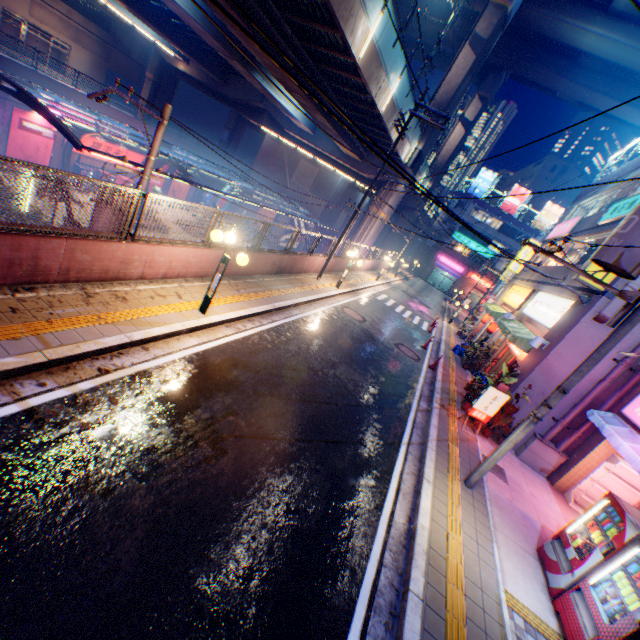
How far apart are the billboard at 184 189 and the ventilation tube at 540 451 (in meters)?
37.84

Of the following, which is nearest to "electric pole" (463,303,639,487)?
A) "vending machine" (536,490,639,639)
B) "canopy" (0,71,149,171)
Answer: "vending machine" (536,490,639,639)

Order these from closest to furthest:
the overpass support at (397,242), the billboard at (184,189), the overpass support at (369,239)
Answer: the overpass support at (369,239)
the billboard at (184,189)
the overpass support at (397,242)

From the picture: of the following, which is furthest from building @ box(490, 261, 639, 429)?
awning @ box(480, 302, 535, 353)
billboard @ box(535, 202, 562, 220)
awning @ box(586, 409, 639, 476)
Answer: billboard @ box(535, 202, 562, 220)

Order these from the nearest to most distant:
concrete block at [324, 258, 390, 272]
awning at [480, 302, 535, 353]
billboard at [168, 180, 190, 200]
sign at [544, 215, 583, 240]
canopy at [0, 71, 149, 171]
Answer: awning at [480, 302, 535, 353] → canopy at [0, 71, 149, 171] → sign at [544, 215, 583, 240] → concrete block at [324, 258, 390, 272] → billboard at [168, 180, 190, 200]

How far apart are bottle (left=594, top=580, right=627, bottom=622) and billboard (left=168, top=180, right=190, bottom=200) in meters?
40.5

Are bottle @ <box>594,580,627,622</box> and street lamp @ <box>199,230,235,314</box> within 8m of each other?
no

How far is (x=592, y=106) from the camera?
32.34m
